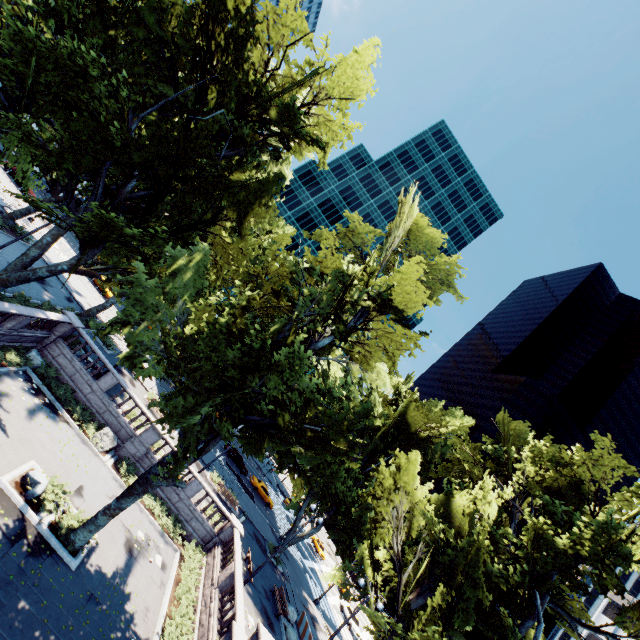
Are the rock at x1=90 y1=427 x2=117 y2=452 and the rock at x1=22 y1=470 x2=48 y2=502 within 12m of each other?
yes

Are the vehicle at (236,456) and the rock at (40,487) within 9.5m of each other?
no

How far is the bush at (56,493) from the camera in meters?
14.0

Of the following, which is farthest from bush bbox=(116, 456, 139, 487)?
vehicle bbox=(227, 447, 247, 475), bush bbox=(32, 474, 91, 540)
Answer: vehicle bbox=(227, 447, 247, 475)

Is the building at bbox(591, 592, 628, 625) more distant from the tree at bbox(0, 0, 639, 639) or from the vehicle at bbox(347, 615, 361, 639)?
the vehicle at bbox(347, 615, 361, 639)

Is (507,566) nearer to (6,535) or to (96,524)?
(96,524)

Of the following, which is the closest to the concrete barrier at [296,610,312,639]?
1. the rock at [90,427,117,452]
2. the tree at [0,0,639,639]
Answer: the tree at [0,0,639,639]

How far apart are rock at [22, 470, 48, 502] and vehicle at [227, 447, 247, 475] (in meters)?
31.84
